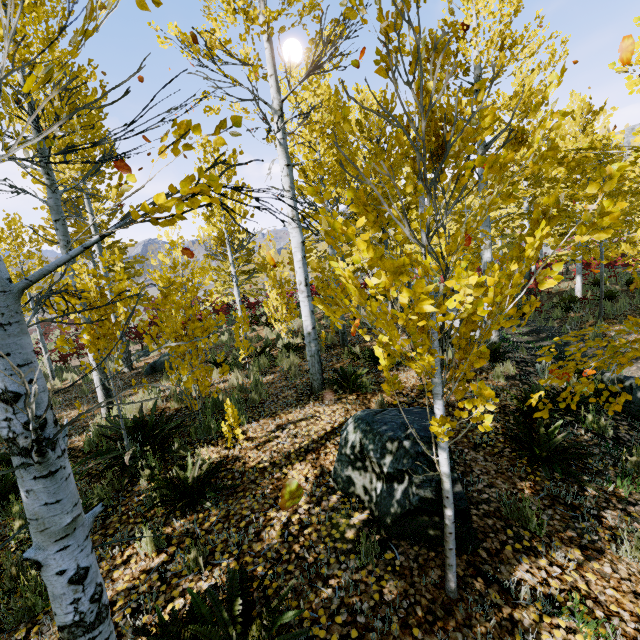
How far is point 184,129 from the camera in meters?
1.2

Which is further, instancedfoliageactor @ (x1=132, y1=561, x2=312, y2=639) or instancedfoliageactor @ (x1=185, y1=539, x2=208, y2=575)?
instancedfoliageactor @ (x1=185, y1=539, x2=208, y2=575)

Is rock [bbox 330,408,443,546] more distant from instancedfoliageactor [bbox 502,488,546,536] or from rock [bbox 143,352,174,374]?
rock [bbox 143,352,174,374]

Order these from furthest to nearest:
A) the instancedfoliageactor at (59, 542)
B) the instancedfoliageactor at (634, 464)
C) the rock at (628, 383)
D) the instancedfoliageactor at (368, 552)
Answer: the rock at (628, 383), the instancedfoliageactor at (634, 464), the instancedfoliageactor at (368, 552), the instancedfoliageactor at (59, 542)

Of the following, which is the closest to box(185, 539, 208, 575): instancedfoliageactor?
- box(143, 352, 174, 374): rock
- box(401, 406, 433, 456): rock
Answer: box(143, 352, 174, 374): rock

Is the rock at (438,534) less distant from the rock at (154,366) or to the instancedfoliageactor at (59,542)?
the instancedfoliageactor at (59,542)

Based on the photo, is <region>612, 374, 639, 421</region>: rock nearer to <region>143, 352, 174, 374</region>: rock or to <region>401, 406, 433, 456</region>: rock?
<region>401, 406, 433, 456</region>: rock

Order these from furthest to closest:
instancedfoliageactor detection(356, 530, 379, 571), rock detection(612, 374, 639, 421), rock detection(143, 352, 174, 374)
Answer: rock detection(143, 352, 174, 374)
rock detection(612, 374, 639, 421)
instancedfoliageactor detection(356, 530, 379, 571)
